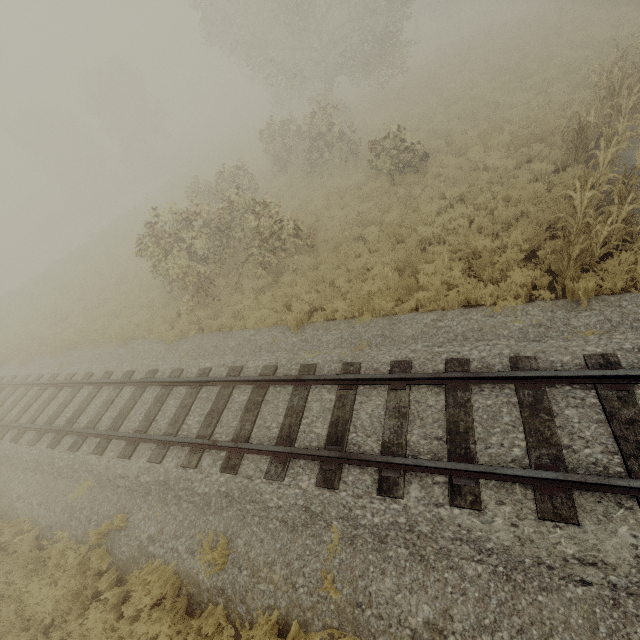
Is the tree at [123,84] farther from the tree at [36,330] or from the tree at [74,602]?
the tree at [36,330]

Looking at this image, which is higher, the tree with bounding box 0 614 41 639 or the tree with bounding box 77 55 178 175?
the tree with bounding box 77 55 178 175

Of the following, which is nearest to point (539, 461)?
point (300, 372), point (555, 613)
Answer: point (555, 613)

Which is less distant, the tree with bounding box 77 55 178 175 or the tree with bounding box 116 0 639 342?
the tree with bounding box 116 0 639 342

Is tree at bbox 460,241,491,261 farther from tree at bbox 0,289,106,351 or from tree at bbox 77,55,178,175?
tree at bbox 77,55,178,175

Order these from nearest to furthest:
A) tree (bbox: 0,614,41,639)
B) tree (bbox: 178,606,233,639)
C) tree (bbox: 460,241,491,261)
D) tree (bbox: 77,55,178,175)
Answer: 1. tree (bbox: 178,606,233,639)
2. tree (bbox: 0,614,41,639)
3. tree (bbox: 460,241,491,261)
4. tree (bbox: 77,55,178,175)

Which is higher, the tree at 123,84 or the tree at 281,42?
the tree at 123,84

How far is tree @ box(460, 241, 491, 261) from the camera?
8.1m
